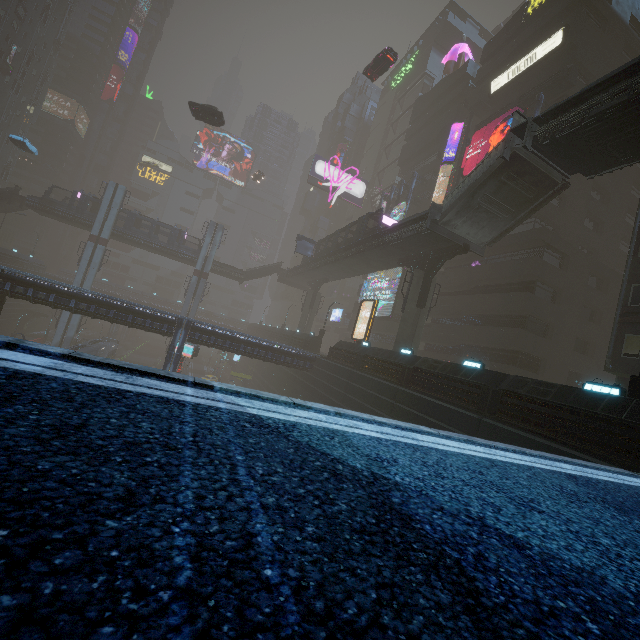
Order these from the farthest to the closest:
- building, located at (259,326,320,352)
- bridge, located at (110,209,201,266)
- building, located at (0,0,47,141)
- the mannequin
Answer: building, located at (0,0,47,141)
the mannequin
bridge, located at (110,209,201,266)
building, located at (259,326,320,352)

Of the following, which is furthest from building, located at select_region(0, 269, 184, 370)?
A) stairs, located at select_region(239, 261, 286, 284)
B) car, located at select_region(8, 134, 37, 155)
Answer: stairs, located at select_region(239, 261, 286, 284)

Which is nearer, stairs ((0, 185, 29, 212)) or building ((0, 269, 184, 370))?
building ((0, 269, 184, 370))

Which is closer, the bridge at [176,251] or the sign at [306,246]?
the sign at [306,246]

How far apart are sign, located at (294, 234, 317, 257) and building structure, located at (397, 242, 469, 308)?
21.0m

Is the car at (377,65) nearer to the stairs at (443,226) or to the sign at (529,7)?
the sign at (529,7)

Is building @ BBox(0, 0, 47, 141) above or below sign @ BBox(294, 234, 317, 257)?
above

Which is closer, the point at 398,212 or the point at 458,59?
the point at 398,212
